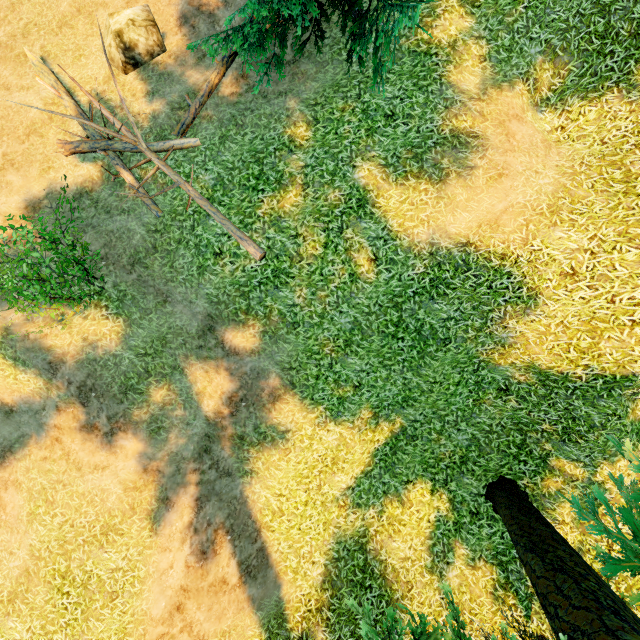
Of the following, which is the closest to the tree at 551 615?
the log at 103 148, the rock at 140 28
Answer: Result: the log at 103 148

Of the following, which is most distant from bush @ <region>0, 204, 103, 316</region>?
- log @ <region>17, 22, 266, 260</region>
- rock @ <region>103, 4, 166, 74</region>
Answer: rock @ <region>103, 4, 166, 74</region>

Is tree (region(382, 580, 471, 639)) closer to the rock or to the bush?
the rock

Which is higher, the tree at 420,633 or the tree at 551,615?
the tree at 420,633

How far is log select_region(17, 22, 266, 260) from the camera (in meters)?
7.88

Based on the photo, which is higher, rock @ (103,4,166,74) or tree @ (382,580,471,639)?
rock @ (103,4,166,74)

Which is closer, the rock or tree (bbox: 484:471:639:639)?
tree (bbox: 484:471:639:639)

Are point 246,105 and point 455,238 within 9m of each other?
yes
